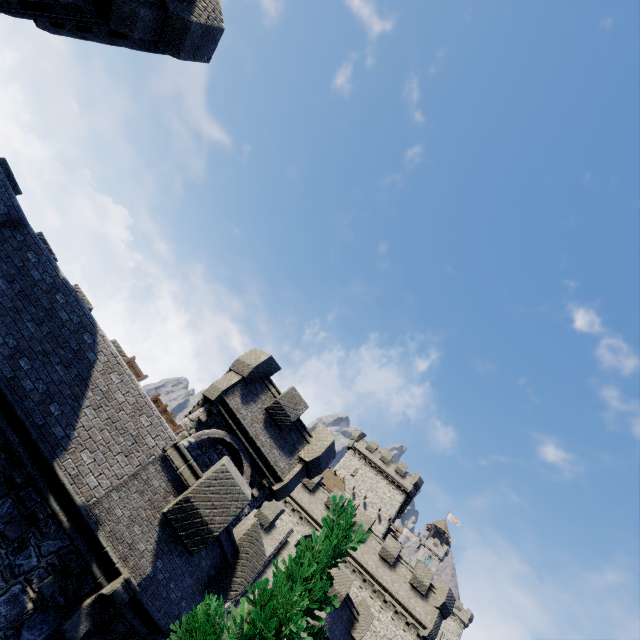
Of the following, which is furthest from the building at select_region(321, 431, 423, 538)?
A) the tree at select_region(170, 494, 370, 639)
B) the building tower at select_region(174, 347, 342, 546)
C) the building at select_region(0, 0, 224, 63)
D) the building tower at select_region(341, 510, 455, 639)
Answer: the building at select_region(0, 0, 224, 63)

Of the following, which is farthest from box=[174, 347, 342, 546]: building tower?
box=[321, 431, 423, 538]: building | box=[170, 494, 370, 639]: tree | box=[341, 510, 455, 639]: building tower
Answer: box=[321, 431, 423, 538]: building

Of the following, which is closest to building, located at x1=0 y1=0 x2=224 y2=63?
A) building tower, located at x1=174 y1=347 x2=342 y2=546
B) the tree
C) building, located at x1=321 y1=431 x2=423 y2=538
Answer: building tower, located at x1=174 y1=347 x2=342 y2=546

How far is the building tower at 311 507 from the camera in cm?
1428

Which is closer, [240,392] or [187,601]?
[187,601]

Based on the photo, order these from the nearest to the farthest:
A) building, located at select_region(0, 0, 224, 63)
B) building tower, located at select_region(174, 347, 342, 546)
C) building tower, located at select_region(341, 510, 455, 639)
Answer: building, located at select_region(0, 0, 224, 63)
building tower, located at select_region(174, 347, 342, 546)
building tower, located at select_region(341, 510, 455, 639)

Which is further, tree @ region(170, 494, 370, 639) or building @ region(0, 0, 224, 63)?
building @ region(0, 0, 224, 63)

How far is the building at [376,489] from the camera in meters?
42.3 m
